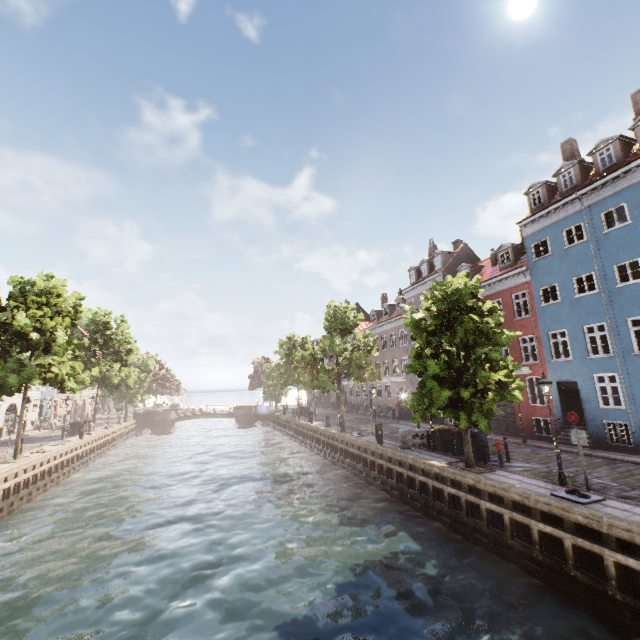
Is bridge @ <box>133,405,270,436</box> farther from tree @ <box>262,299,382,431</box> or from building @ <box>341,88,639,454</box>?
building @ <box>341,88,639,454</box>

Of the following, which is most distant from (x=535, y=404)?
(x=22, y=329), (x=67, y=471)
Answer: (x=67, y=471)

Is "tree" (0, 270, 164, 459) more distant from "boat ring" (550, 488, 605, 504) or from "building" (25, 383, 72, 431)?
"building" (25, 383, 72, 431)

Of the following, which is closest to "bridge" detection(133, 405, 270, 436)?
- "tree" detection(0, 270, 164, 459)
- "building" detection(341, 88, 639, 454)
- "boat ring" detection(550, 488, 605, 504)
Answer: "tree" detection(0, 270, 164, 459)

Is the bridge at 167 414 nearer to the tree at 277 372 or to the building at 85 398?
the tree at 277 372

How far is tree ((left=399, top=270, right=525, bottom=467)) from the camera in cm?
1305

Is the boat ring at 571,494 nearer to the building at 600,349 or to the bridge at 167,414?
the building at 600,349

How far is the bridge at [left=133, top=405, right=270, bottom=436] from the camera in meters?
48.6 m
